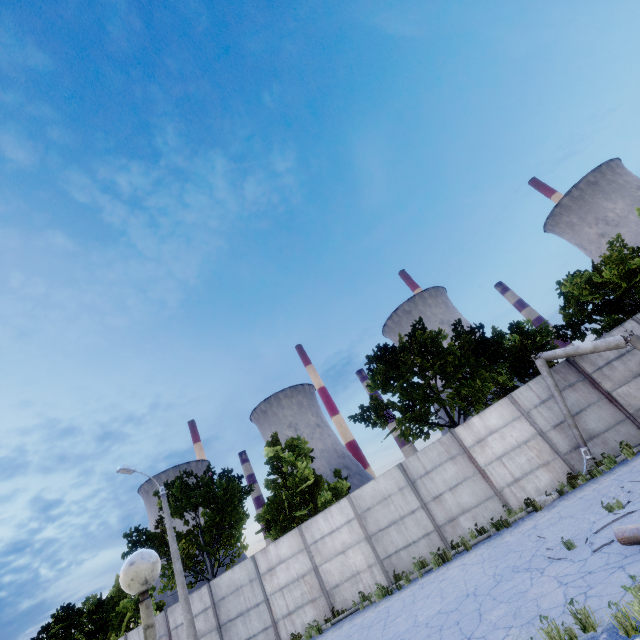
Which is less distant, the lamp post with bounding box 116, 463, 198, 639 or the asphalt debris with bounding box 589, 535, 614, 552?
the asphalt debris with bounding box 589, 535, 614, 552

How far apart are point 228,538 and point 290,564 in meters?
9.4

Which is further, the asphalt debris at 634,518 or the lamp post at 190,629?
the lamp post at 190,629

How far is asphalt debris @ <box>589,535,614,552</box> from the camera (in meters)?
6.72

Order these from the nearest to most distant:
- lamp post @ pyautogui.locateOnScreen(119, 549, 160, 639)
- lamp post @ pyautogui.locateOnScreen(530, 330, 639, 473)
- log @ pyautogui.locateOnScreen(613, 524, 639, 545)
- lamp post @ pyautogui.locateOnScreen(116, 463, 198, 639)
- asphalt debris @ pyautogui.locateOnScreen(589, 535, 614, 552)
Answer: lamp post @ pyautogui.locateOnScreen(119, 549, 160, 639) → log @ pyautogui.locateOnScreen(613, 524, 639, 545) → asphalt debris @ pyautogui.locateOnScreen(589, 535, 614, 552) → lamp post @ pyautogui.locateOnScreen(530, 330, 639, 473) → lamp post @ pyautogui.locateOnScreen(116, 463, 198, 639)

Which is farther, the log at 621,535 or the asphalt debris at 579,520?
the asphalt debris at 579,520

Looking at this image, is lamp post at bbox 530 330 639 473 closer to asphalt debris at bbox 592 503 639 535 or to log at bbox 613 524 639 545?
asphalt debris at bbox 592 503 639 535

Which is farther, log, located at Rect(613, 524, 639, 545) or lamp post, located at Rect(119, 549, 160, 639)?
log, located at Rect(613, 524, 639, 545)
